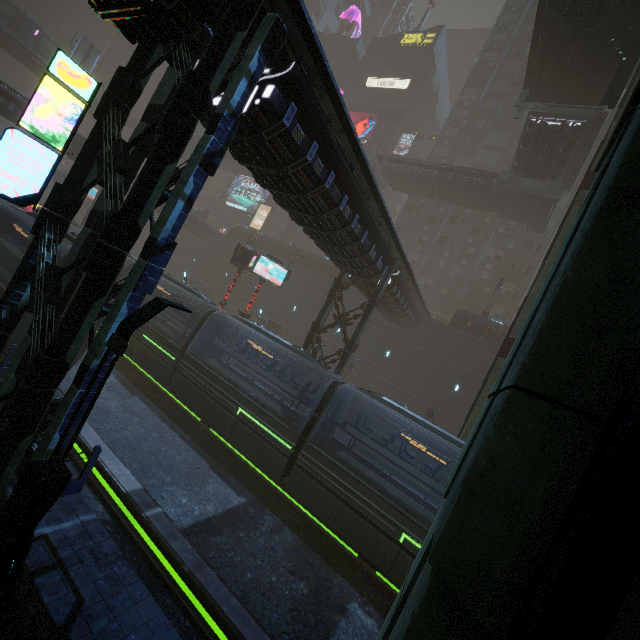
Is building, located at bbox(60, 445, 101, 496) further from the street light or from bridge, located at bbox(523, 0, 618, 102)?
the street light

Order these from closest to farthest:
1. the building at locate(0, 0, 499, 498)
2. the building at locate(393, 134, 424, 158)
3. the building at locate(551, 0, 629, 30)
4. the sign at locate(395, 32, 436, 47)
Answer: the building at locate(0, 0, 499, 498)
the building at locate(551, 0, 629, 30)
the sign at locate(395, 32, 436, 47)
the building at locate(393, 134, 424, 158)

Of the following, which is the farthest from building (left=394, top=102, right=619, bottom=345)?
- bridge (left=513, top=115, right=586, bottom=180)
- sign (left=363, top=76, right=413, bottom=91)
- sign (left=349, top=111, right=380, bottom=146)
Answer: bridge (left=513, top=115, right=586, bottom=180)

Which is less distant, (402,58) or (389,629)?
(389,629)

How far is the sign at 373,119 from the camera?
48.25m

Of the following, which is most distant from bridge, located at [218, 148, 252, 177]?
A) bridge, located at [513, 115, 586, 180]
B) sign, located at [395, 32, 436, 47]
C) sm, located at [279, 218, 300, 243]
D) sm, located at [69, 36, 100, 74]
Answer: sign, located at [395, 32, 436, 47]

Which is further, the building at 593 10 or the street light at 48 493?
the building at 593 10

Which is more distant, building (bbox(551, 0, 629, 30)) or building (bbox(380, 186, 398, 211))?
building (bbox(380, 186, 398, 211))
